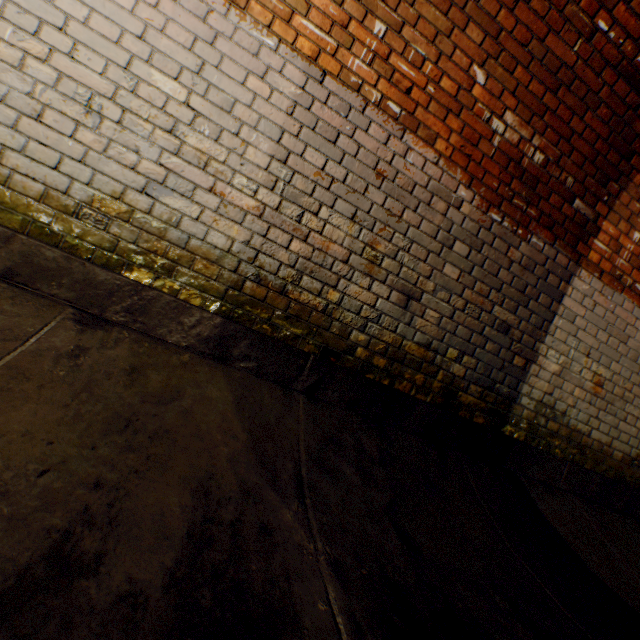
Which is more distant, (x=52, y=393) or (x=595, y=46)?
(x=595, y=46)
